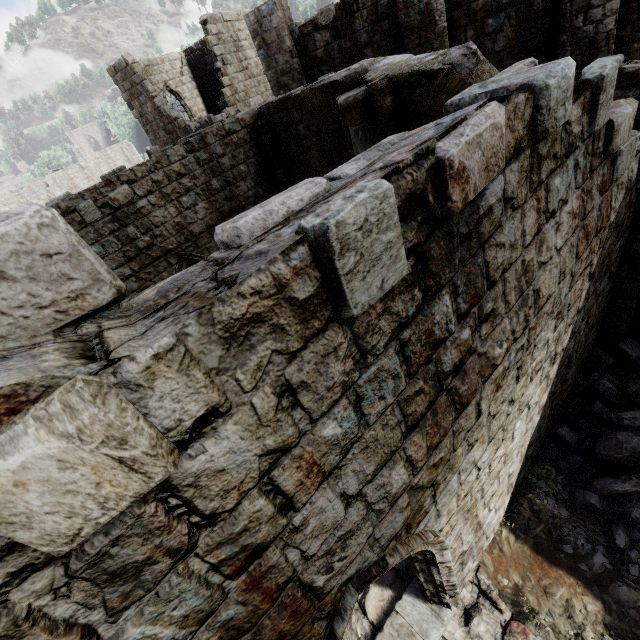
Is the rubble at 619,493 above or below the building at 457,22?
below

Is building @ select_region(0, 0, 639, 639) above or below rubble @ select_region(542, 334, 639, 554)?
above

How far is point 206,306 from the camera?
1.1 meters

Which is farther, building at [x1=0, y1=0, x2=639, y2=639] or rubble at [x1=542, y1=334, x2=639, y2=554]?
rubble at [x1=542, y1=334, x2=639, y2=554]

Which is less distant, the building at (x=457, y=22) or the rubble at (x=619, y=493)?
the building at (x=457, y=22)
